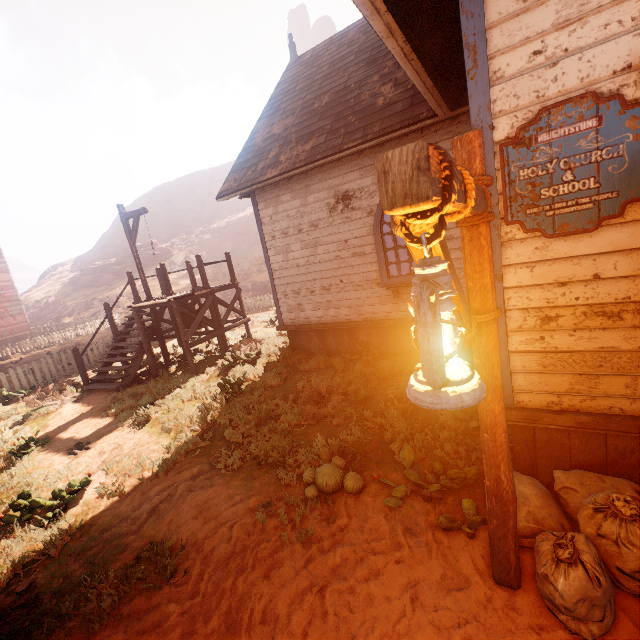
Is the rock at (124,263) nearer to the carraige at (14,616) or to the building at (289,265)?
the building at (289,265)

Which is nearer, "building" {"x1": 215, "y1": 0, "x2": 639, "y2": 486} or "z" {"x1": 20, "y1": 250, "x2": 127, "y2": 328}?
"building" {"x1": 215, "y1": 0, "x2": 639, "y2": 486}

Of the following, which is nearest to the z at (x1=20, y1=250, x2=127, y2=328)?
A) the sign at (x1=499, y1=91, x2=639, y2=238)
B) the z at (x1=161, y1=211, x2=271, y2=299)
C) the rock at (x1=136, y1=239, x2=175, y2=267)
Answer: the rock at (x1=136, y1=239, x2=175, y2=267)

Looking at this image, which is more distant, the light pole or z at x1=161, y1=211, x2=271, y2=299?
z at x1=161, y1=211, x2=271, y2=299

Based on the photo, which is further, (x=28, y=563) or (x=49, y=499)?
(x=49, y=499)

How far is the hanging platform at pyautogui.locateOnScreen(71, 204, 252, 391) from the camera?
9.8m

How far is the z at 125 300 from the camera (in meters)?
30.39

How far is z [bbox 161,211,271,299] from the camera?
29.69m
